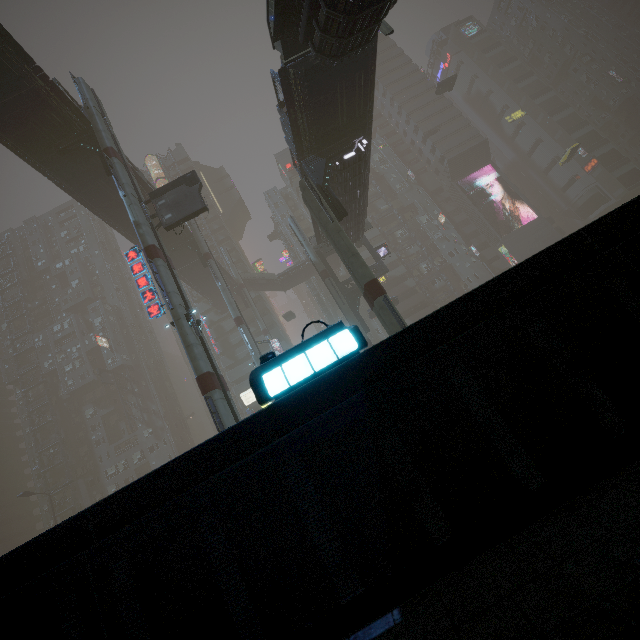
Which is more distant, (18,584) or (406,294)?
(406,294)

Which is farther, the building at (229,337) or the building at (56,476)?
the building at (229,337)

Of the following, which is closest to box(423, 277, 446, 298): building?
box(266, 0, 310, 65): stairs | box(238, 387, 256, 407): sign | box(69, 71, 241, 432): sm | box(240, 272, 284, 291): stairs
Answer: box(238, 387, 256, 407): sign

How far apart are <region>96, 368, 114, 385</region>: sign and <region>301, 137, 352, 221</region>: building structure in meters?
55.3 m

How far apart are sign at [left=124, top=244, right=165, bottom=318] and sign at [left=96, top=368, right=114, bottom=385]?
47.5m

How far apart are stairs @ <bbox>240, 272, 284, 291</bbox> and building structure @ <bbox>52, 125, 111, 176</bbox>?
31.31m

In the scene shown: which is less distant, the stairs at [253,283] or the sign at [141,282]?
the sign at [141,282]

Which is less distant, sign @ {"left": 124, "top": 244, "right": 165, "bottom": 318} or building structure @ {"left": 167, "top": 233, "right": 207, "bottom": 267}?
sign @ {"left": 124, "top": 244, "right": 165, "bottom": 318}
